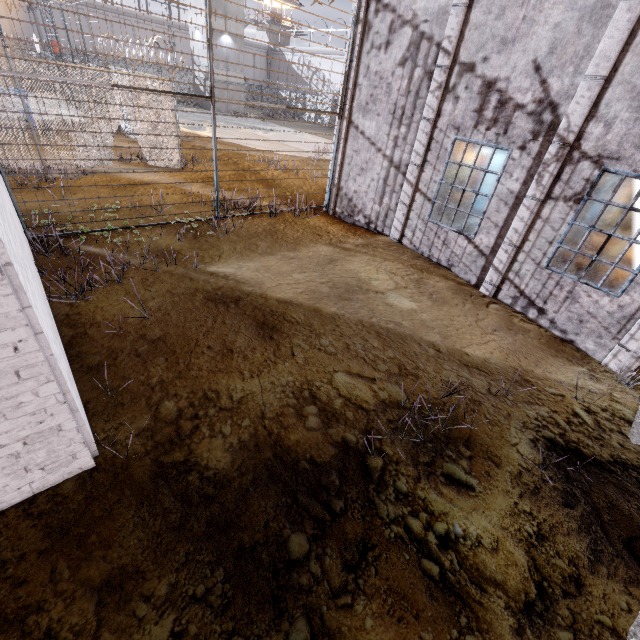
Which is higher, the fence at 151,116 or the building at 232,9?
the building at 232,9

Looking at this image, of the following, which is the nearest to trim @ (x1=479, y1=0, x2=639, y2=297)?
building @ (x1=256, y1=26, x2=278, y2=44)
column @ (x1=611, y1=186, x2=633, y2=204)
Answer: column @ (x1=611, y1=186, x2=633, y2=204)

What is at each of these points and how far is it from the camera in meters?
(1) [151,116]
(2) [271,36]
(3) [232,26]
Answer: (1) fence, 12.8 m
(2) building, 51.0 m
(3) building, 31.9 m

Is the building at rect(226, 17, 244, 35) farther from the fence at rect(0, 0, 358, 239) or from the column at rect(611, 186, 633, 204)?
the column at rect(611, 186, 633, 204)

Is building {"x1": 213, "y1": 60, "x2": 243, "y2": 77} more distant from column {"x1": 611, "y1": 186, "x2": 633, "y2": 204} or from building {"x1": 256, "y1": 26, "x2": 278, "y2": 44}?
column {"x1": 611, "y1": 186, "x2": 633, "y2": 204}

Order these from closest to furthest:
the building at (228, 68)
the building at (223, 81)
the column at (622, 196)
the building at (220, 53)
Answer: the column at (622, 196) → the building at (220, 53) → the building at (228, 68) → the building at (223, 81)

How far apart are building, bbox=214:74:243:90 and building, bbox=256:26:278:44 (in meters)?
23.62
